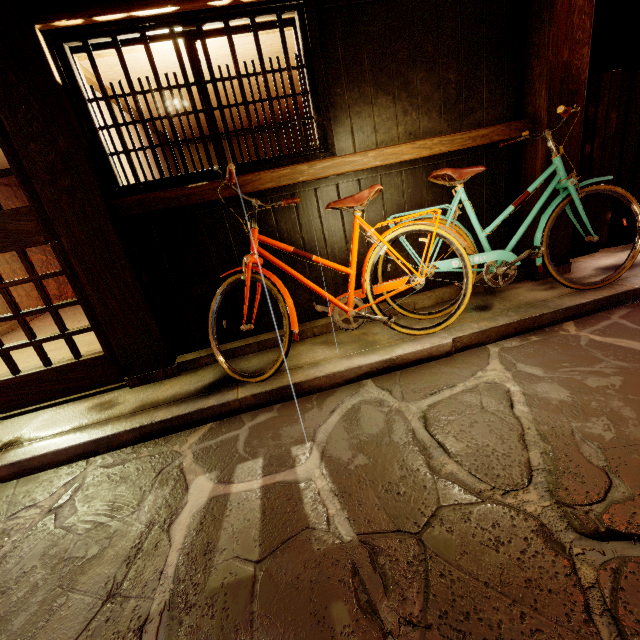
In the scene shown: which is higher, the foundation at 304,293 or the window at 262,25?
the window at 262,25

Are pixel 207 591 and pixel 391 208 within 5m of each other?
no

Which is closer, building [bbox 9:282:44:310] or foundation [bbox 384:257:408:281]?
foundation [bbox 384:257:408:281]

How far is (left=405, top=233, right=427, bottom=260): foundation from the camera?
6.0 meters

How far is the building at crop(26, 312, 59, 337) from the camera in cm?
1034

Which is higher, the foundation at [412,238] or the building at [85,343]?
the foundation at [412,238]

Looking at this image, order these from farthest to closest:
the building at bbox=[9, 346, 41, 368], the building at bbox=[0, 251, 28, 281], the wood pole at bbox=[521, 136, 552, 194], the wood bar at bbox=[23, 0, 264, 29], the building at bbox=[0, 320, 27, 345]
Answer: the building at bbox=[0, 251, 28, 281] → the building at bbox=[0, 320, 27, 345] → the building at bbox=[9, 346, 41, 368] → the wood pole at bbox=[521, 136, 552, 194] → the wood bar at bbox=[23, 0, 264, 29]

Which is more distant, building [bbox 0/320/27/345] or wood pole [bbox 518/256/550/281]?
building [bbox 0/320/27/345]
